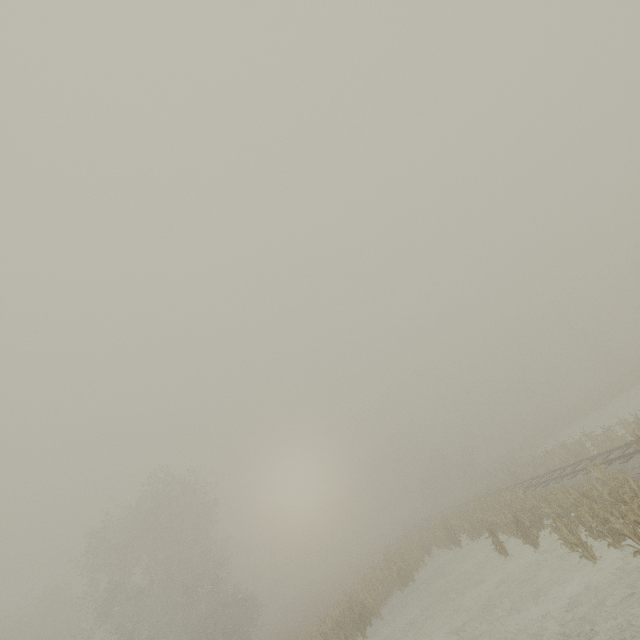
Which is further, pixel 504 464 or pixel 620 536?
pixel 504 464
